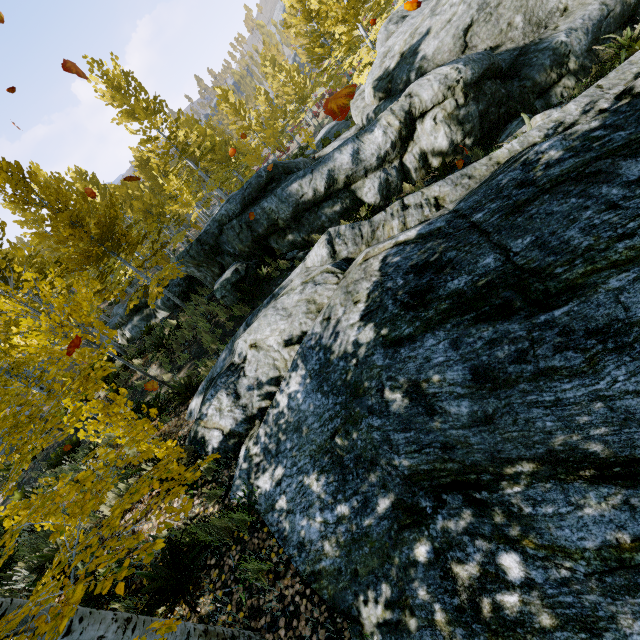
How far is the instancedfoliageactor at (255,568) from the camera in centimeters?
322cm

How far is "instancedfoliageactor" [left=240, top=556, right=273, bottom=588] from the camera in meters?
3.2

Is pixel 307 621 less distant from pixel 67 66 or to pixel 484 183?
pixel 484 183

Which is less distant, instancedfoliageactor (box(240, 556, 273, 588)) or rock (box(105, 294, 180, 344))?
instancedfoliageactor (box(240, 556, 273, 588))

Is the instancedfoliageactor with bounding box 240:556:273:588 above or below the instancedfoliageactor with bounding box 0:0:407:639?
below

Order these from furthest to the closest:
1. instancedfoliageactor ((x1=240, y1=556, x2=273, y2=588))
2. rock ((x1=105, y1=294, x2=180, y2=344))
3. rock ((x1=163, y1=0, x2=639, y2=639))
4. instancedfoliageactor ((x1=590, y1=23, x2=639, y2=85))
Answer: rock ((x1=105, y1=294, x2=180, y2=344)) < instancedfoliageactor ((x1=590, y1=23, x2=639, y2=85)) < instancedfoliageactor ((x1=240, y1=556, x2=273, y2=588)) < rock ((x1=163, y1=0, x2=639, y2=639))

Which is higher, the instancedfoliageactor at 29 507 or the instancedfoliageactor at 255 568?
the instancedfoliageactor at 29 507

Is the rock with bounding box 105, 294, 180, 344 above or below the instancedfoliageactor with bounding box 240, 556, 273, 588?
above
